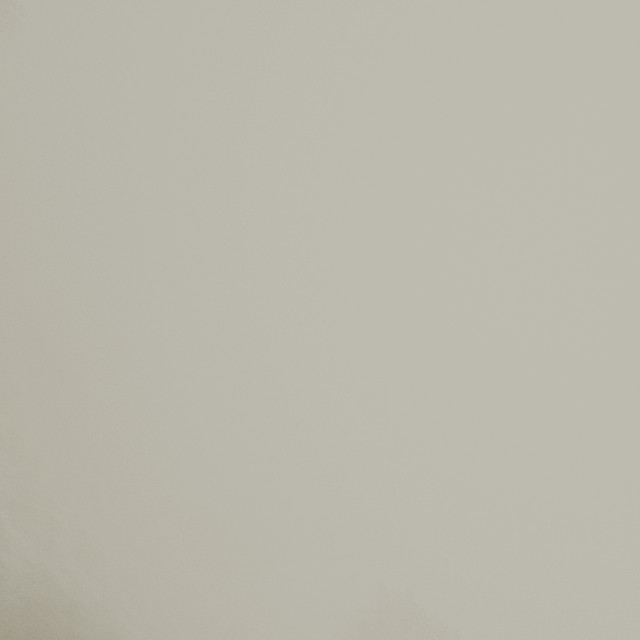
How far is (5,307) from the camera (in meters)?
44.88
